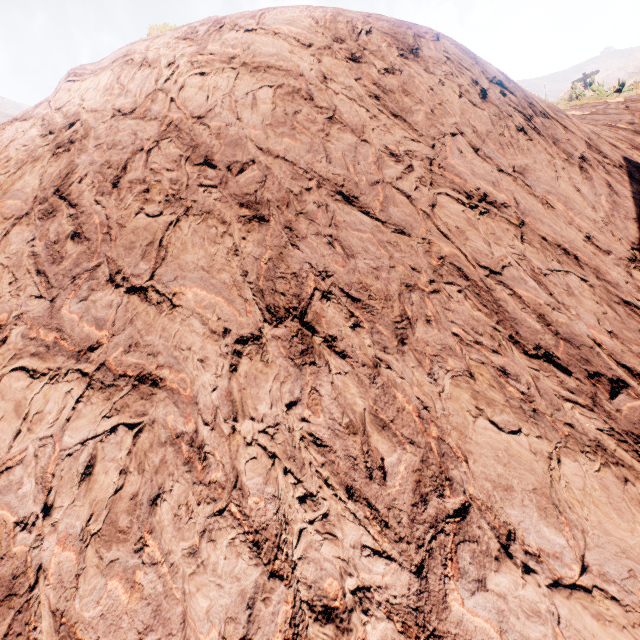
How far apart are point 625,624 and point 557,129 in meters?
5.4 m
